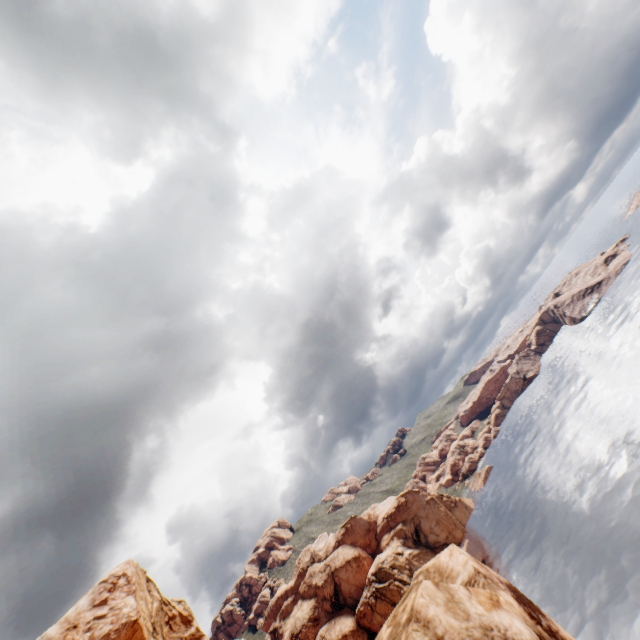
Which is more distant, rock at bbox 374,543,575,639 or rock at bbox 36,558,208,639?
rock at bbox 36,558,208,639

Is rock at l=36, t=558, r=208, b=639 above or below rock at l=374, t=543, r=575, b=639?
above

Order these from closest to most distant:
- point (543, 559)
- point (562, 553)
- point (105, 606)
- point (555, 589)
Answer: point (105, 606) → point (555, 589) → point (562, 553) → point (543, 559)

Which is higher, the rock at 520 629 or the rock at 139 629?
the rock at 139 629

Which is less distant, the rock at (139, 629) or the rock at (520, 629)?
the rock at (520, 629)
